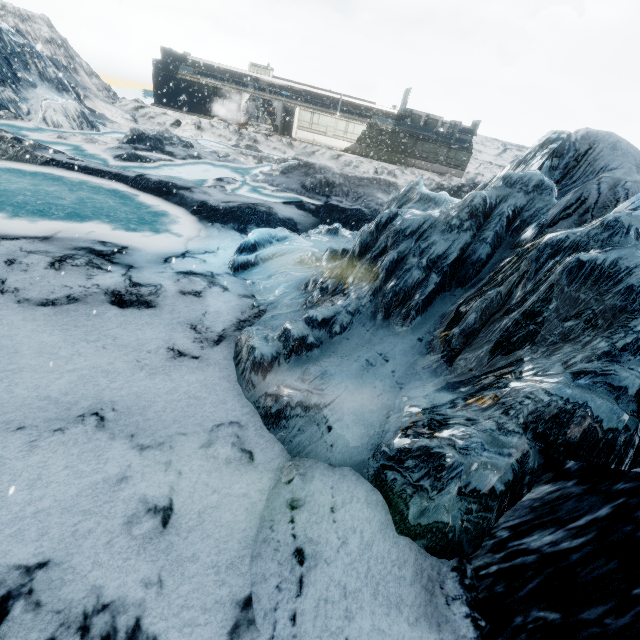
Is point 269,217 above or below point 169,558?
above
